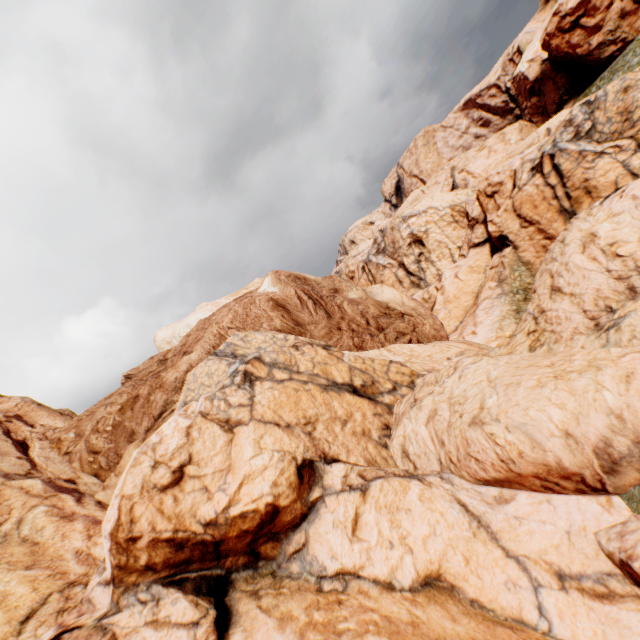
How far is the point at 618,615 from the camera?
4.57m
